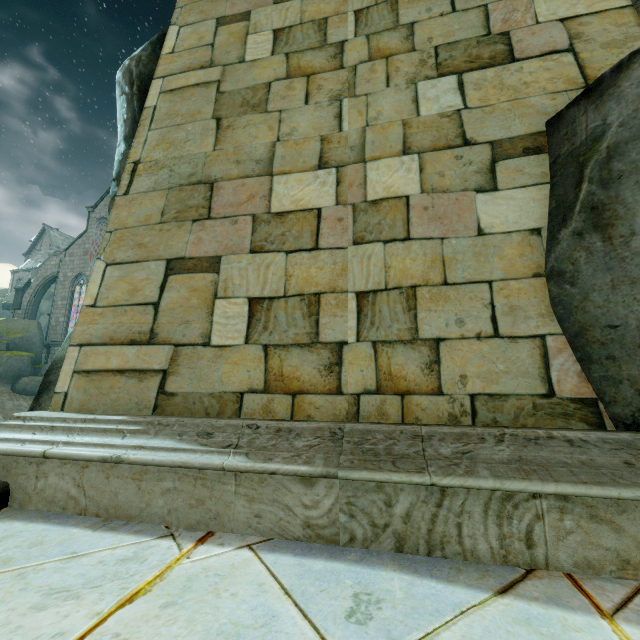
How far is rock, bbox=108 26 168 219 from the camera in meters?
3.1 m

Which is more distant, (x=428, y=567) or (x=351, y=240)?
(x=351, y=240)

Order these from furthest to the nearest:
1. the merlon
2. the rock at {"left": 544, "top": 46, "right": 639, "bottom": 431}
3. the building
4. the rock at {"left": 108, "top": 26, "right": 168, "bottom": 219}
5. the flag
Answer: the merlon, the flag, the building, the rock at {"left": 108, "top": 26, "right": 168, "bottom": 219}, the rock at {"left": 544, "top": 46, "right": 639, "bottom": 431}

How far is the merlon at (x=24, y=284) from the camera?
32.9m

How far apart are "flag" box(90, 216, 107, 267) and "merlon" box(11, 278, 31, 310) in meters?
7.3

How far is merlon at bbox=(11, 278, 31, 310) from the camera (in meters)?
32.94

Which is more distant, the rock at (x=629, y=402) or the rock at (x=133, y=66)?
the rock at (x=133, y=66)

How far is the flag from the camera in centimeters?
3241cm
